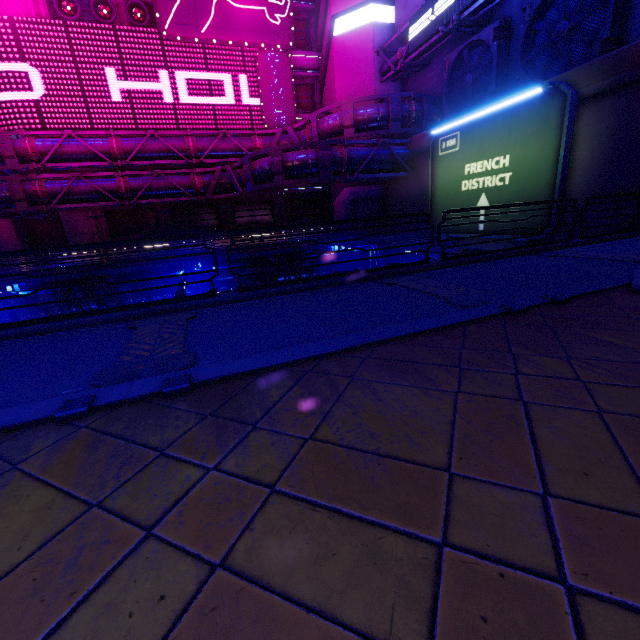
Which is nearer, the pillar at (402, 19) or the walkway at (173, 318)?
the walkway at (173, 318)

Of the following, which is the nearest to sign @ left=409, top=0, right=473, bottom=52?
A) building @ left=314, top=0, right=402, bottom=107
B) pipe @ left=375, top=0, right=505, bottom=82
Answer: pipe @ left=375, top=0, right=505, bottom=82

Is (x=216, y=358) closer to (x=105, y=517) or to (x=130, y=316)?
(x=105, y=517)

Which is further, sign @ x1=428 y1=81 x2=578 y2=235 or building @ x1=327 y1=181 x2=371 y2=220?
building @ x1=327 y1=181 x2=371 y2=220

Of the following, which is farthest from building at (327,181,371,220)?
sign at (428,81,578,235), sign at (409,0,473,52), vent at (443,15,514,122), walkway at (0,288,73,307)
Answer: sign at (428,81,578,235)

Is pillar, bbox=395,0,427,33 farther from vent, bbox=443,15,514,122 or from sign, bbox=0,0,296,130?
sign, bbox=0,0,296,130

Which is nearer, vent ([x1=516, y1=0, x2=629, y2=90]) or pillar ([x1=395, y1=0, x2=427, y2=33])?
vent ([x1=516, y1=0, x2=629, y2=90])

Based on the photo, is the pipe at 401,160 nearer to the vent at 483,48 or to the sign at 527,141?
the vent at 483,48
